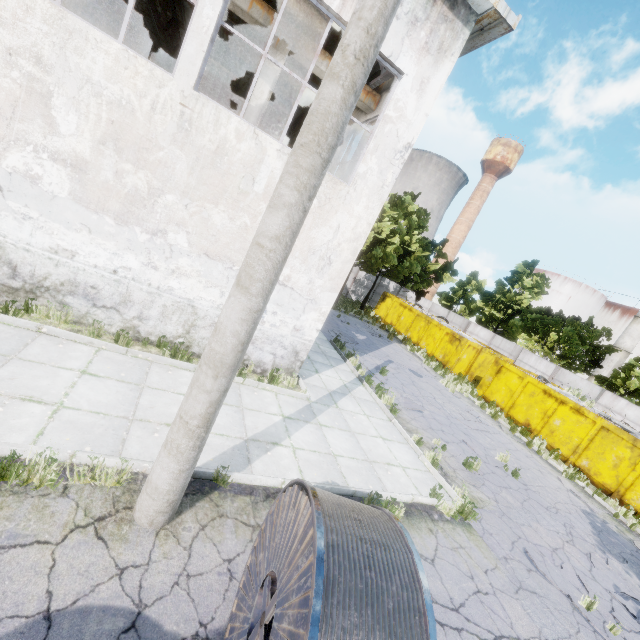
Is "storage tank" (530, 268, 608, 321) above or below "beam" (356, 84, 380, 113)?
above

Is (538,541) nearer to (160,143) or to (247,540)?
(247,540)

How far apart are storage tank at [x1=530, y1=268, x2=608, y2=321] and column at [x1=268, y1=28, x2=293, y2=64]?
60.71m

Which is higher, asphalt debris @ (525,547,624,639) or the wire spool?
the wire spool

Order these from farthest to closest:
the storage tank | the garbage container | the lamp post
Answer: the storage tank
the garbage container
the lamp post

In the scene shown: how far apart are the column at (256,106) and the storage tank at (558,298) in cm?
6071

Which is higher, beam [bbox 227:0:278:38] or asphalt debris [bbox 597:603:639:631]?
beam [bbox 227:0:278:38]

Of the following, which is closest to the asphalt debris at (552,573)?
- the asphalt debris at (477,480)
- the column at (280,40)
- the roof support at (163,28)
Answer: the asphalt debris at (477,480)
